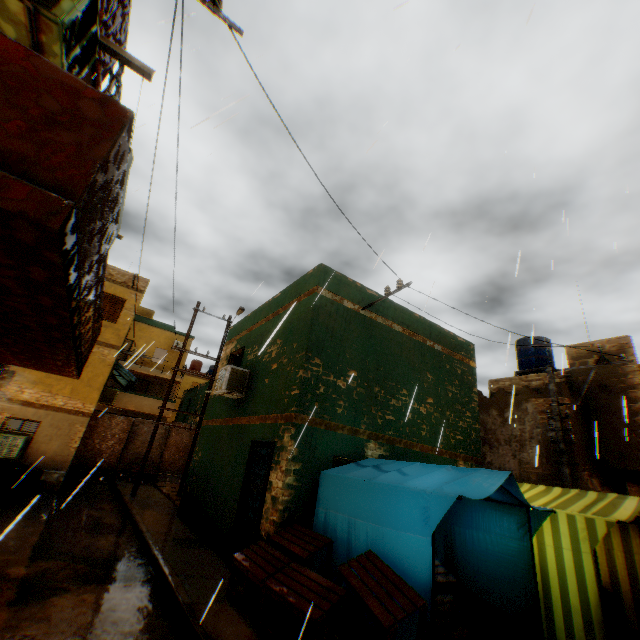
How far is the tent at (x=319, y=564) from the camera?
5.6m

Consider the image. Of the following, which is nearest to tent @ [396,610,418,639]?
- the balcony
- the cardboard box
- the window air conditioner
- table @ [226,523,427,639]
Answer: table @ [226,523,427,639]

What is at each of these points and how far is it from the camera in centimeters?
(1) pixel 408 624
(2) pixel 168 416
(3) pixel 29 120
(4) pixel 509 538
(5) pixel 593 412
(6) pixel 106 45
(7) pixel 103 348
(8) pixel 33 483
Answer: (1) tent, 406cm
(2) building, 2703cm
(3) balcony, 192cm
(4) tent, 570cm
(5) building, 1259cm
(6) dryer, 357cm
(7) building, 1535cm
(8) trash bag, 1236cm

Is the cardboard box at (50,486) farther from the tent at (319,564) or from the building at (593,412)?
the tent at (319,564)

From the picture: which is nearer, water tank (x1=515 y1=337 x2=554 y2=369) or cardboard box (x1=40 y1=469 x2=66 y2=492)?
cardboard box (x1=40 y1=469 x2=66 y2=492)

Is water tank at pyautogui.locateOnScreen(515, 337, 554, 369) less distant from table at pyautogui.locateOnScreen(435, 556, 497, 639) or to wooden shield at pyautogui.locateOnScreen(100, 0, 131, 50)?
wooden shield at pyautogui.locateOnScreen(100, 0, 131, 50)

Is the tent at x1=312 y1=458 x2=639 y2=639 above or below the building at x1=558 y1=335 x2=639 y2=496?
below

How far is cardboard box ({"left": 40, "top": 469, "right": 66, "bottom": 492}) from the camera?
12.5m
